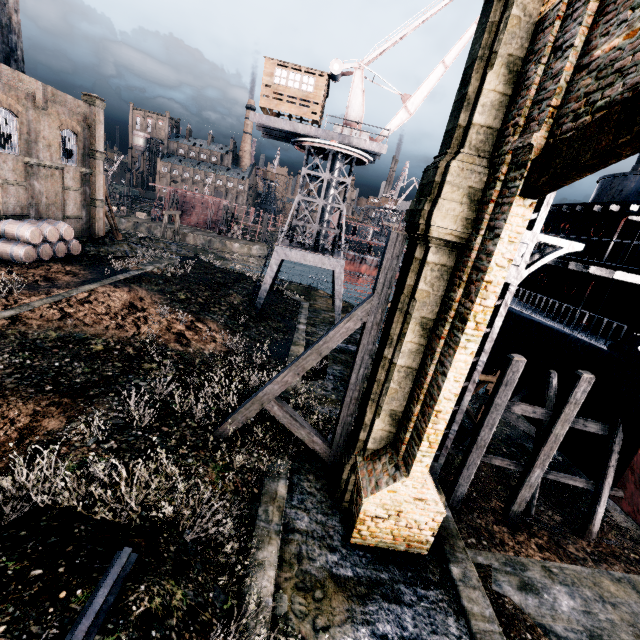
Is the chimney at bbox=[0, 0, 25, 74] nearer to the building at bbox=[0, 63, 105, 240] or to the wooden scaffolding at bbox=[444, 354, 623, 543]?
the wooden scaffolding at bbox=[444, 354, 623, 543]

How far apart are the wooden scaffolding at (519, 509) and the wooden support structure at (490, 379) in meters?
5.5

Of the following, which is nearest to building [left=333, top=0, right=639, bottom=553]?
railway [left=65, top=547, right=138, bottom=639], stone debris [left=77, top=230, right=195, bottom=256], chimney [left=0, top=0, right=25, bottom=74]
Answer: chimney [left=0, top=0, right=25, bottom=74]

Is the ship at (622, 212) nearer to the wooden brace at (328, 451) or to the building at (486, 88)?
the wooden brace at (328, 451)

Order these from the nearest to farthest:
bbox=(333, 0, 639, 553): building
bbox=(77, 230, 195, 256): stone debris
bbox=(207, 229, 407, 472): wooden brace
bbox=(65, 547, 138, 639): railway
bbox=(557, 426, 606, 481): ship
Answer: bbox=(65, 547, 138, 639): railway < bbox=(333, 0, 639, 553): building < bbox=(207, 229, 407, 472): wooden brace < bbox=(557, 426, 606, 481): ship < bbox=(77, 230, 195, 256): stone debris

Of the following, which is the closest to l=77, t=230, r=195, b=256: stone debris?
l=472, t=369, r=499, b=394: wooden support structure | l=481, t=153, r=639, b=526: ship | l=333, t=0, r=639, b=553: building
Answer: l=481, t=153, r=639, b=526: ship

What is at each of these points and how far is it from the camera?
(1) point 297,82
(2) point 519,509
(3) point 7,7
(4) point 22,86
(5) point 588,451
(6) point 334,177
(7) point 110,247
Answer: (1) building, 23.23m
(2) wooden scaffolding, 14.49m
(3) chimney, 24.47m
(4) building, 22.89m
(5) ship, 15.23m
(6) crane, 25.61m
(7) stone debris, 31.27m

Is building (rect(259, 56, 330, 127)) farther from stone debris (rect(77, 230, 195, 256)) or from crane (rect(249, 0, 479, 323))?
stone debris (rect(77, 230, 195, 256))
